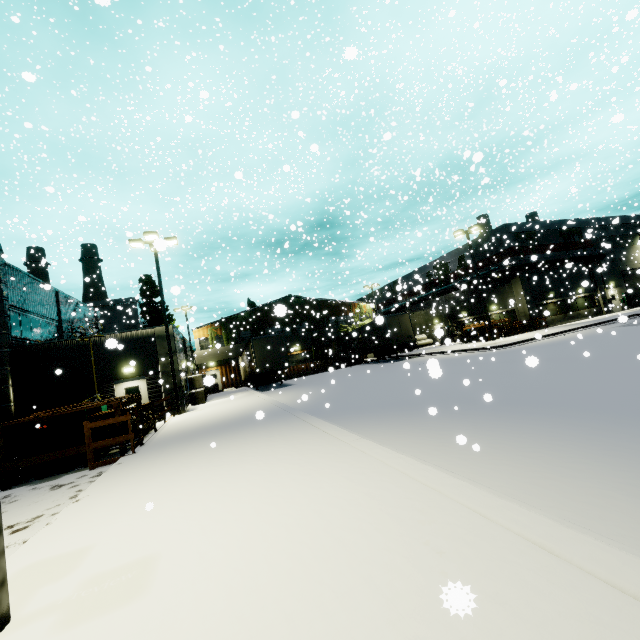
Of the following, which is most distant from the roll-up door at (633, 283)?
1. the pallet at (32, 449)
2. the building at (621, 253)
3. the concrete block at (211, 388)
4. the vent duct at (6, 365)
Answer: the pallet at (32, 449)

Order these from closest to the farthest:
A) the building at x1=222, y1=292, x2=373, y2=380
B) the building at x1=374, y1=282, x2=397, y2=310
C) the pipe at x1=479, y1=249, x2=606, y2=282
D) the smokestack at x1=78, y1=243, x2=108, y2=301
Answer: the pipe at x1=479, y1=249, x2=606, y2=282, the building at x1=222, y1=292, x2=373, y2=380, the building at x1=374, y1=282, x2=397, y2=310, the smokestack at x1=78, y1=243, x2=108, y2=301

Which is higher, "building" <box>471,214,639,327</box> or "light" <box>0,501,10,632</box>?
"building" <box>471,214,639,327</box>

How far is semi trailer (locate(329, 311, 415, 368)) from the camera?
28.7m

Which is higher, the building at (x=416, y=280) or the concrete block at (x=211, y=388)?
the building at (x=416, y=280)

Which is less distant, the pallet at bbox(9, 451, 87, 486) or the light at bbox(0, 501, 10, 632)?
the light at bbox(0, 501, 10, 632)

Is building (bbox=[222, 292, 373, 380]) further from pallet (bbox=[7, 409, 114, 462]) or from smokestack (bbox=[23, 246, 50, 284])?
pallet (bbox=[7, 409, 114, 462])

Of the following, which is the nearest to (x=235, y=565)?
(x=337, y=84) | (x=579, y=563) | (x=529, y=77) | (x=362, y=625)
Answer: (x=362, y=625)
